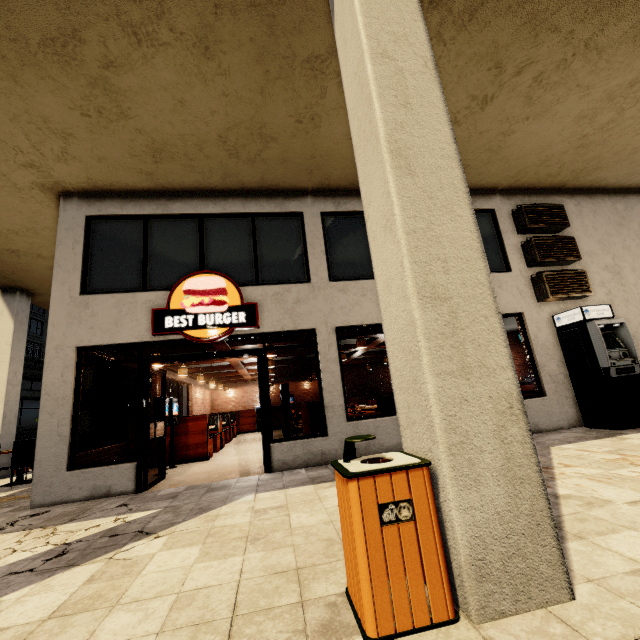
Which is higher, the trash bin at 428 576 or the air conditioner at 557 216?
the air conditioner at 557 216

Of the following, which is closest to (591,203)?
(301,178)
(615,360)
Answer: (615,360)

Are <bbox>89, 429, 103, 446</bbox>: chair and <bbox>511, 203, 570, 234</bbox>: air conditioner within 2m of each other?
no

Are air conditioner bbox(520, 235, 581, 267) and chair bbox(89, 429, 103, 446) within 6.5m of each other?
no

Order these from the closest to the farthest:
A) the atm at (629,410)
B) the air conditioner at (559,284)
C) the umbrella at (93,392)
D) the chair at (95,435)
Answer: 1. the atm at (629,410)
2. the air conditioner at (559,284)
3. the umbrella at (93,392)
4. the chair at (95,435)

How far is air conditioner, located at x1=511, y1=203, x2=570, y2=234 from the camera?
7.92m

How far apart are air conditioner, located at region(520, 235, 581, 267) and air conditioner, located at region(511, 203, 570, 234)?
0.20m

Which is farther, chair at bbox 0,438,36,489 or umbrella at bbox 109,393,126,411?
umbrella at bbox 109,393,126,411
